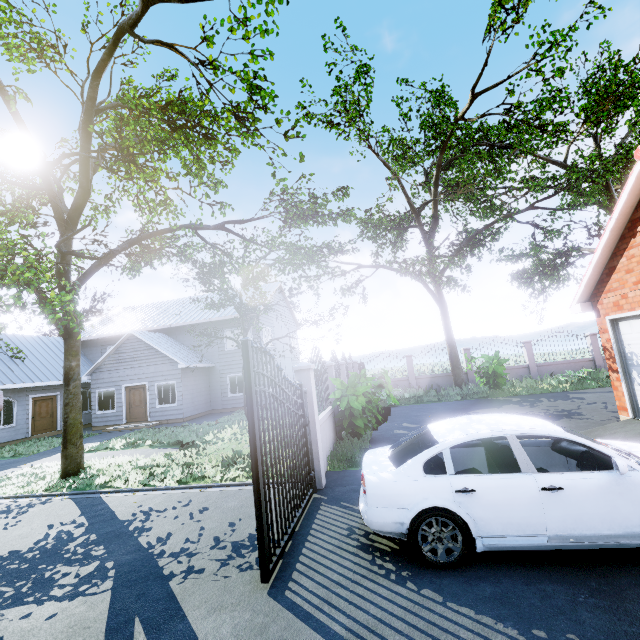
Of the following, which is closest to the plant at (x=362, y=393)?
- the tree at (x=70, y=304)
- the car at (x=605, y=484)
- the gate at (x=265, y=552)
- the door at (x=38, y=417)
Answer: the gate at (x=265, y=552)

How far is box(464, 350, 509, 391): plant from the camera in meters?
15.1 m

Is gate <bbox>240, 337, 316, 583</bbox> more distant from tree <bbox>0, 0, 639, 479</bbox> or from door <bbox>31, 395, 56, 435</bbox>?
door <bbox>31, 395, 56, 435</bbox>

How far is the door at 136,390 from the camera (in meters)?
18.62

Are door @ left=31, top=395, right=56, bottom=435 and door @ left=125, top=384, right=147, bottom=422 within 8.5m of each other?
yes

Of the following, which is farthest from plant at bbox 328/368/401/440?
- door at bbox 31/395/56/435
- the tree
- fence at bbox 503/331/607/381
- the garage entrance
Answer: door at bbox 31/395/56/435

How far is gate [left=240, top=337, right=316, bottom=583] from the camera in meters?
3.9

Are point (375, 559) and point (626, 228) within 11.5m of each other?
yes
